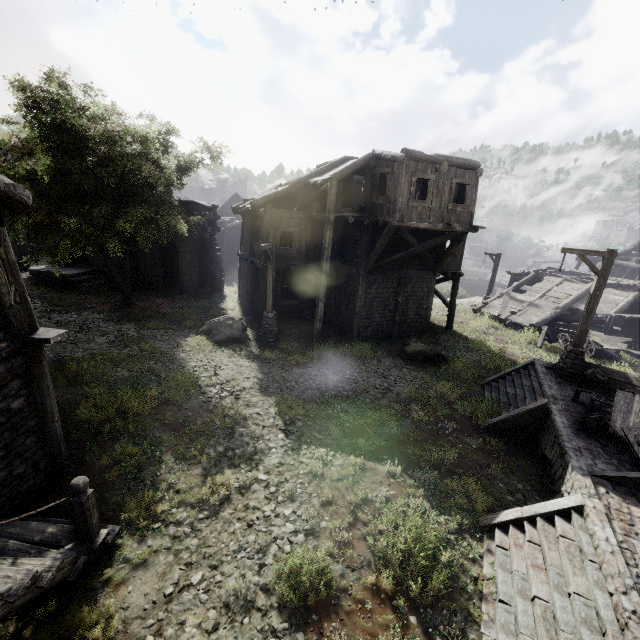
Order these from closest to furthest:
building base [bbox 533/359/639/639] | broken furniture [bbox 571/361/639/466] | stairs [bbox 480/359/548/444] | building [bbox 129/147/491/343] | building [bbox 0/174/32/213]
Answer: building base [bbox 533/359/639/639] → building [bbox 0/174/32/213] → broken furniture [bbox 571/361/639/466] → stairs [bbox 480/359/548/444] → building [bbox 129/147/491/343]

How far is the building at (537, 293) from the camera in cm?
2184

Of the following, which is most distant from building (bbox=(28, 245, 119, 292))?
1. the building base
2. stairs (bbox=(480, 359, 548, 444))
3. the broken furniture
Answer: the broken furniture

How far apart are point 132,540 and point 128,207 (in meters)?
14.82

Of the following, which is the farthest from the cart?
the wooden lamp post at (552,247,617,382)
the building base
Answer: the wooden lamp post at (552,247,617,382)

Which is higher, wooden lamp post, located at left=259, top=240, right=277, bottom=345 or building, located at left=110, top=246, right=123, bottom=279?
building, located at left=110, top=246, right=123, bottom=279

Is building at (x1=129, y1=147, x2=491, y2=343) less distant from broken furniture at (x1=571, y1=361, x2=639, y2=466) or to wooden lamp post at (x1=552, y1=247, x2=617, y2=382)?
wooden lamp post at (x1=552, y1=247, x2=617, y2=382)
